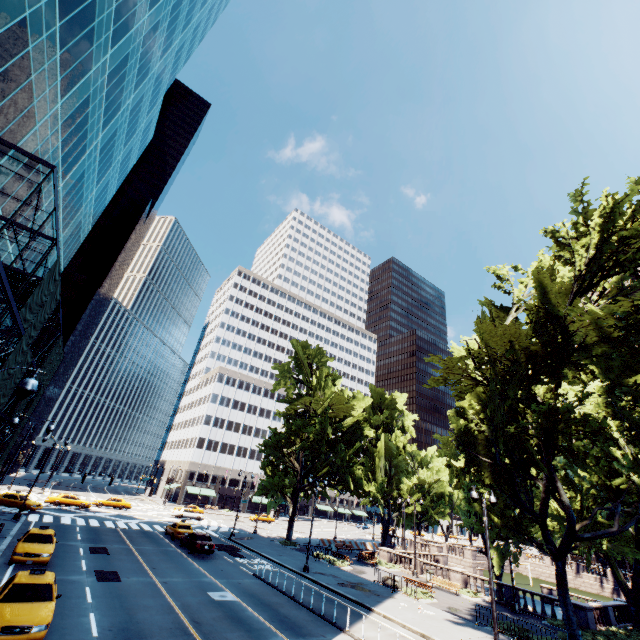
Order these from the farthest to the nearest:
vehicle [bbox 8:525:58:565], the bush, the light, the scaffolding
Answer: the bush
vehicle [bbox 8:525:58:565]
the scaffolding
the light

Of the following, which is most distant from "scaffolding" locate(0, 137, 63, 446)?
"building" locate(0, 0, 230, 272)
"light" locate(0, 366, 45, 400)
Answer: "light" locate(0, 366, 45, 400)

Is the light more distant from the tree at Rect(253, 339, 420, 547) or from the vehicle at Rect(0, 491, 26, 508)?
the vehicle at Rect(0, 491, 26, 508)

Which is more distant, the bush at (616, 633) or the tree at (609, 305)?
the bush at (616, 633)

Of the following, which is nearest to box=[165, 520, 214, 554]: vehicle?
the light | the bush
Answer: the light

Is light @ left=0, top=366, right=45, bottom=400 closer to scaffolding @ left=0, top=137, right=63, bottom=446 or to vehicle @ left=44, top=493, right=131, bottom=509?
scaffolding @ left=0, top=137, right=63, bottom=446

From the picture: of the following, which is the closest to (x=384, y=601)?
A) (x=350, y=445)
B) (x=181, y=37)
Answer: (x=350, y=445)

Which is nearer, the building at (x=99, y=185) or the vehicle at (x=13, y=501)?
the building at (x=99, y=185)
